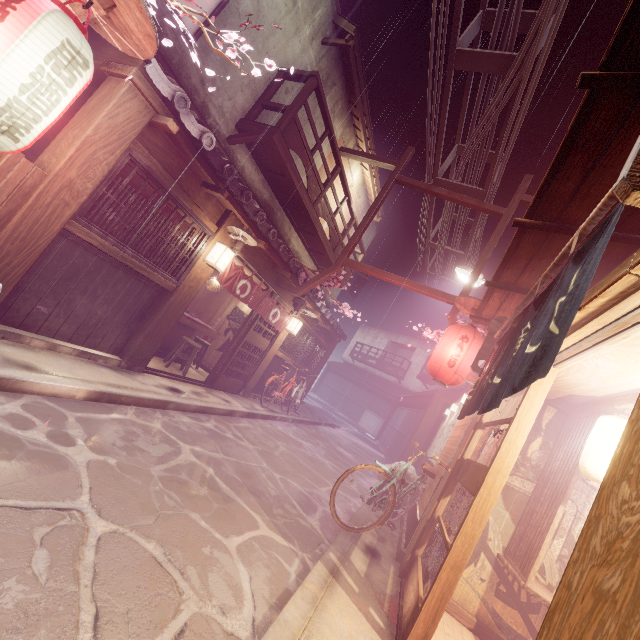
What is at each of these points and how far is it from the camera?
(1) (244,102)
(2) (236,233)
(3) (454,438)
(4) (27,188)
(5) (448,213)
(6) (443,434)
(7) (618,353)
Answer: (1) house, 11.2m
(2) wood guard, 10.4m
(3) blind, 9.8m
(4) stick, 6.0m
(5) z, 15.4m
(6) house, 15.1m
(7) wood bar, 4.3m

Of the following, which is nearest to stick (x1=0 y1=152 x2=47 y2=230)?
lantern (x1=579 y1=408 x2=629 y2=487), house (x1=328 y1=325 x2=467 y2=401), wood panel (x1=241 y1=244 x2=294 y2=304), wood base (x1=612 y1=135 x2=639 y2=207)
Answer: wood panel (x1=241 y1=244 x2=294 y2=304)

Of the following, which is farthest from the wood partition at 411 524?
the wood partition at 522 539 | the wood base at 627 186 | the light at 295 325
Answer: the light at 295 325

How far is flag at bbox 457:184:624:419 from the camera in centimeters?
283cm

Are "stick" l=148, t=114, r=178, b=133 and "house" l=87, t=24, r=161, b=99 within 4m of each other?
yes

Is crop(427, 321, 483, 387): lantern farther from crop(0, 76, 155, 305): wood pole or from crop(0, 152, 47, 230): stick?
crop(0, 152, 47, 230): stick

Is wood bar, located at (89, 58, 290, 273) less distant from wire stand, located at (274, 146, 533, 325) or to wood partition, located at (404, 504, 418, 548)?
wire stand, located at (274, 146, 533, 325)

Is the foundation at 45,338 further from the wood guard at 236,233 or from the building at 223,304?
the wood guard at 236,233
